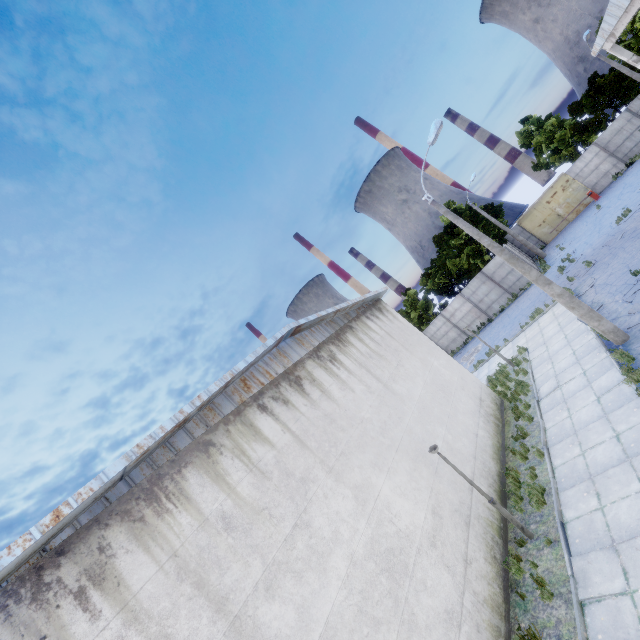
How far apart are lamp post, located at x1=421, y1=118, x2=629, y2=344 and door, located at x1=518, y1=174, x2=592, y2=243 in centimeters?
2678cm

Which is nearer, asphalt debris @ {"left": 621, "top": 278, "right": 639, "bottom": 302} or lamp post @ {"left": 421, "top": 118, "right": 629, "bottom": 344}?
lamp post @ {"left": 421, "top": 118, "right": 629, "bottom": 344}

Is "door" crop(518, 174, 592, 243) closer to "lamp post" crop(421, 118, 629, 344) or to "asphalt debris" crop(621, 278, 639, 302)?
"asphalt debris" crop(621, 278, 639, 302)

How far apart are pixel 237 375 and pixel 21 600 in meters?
4.9 m

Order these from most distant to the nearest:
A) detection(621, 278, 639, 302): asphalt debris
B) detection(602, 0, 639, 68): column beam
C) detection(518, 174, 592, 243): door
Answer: detection(518, 174, 592, 243): door < detection(602, 0, 639, 68): column beam < detection(621, 278, 639, 302): asphalt debris

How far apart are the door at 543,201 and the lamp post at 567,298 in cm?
2678

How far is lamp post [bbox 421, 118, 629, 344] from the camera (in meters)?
11.49

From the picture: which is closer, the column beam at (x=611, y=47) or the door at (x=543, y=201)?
the column beam at (x=611, y=47)
